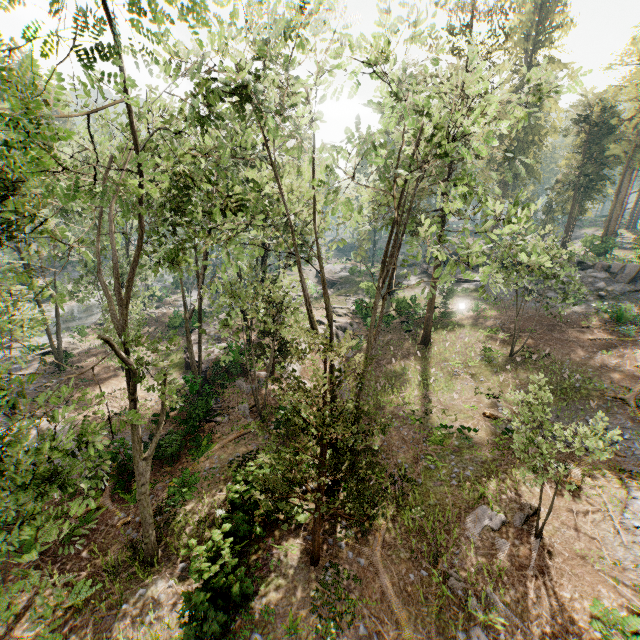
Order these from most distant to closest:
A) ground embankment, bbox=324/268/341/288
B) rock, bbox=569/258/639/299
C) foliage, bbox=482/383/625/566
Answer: ground embankment, bbox=324/268/341/288 < rock, bbox=569/258/639/299 < foliage, bbox=482/383/625/566

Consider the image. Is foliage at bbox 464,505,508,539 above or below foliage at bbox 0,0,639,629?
below

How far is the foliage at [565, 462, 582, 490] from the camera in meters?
10.2

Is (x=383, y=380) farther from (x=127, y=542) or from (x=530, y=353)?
(x=127, y=542)

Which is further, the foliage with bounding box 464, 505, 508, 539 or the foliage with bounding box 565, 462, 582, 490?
the foliage with bounding box 464, 505, 508, 539

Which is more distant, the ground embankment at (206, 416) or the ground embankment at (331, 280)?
the ground embankment at (331, 280)

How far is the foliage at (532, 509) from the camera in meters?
10.2
